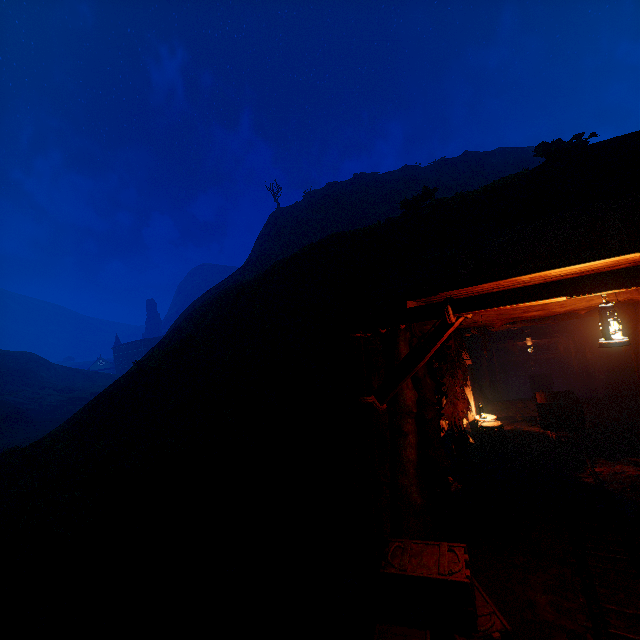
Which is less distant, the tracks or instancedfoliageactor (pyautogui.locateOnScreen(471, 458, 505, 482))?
the tracks

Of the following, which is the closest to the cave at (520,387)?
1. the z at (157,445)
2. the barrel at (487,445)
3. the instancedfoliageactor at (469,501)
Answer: the z at (157,445)

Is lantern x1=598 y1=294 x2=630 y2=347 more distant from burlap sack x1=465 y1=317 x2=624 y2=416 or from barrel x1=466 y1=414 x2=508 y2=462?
burlap sack x1=465 y1=317 x2=624 y2=416

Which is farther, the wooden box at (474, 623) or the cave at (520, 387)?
the cave at (520, 387)

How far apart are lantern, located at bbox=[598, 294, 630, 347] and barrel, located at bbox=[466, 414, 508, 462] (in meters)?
6.66

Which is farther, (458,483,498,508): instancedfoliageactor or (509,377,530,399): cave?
(509,377,530,399): cave

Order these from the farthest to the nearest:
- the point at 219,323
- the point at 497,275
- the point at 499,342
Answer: the point at 499,342
the point at 219,323
the point at 497,275

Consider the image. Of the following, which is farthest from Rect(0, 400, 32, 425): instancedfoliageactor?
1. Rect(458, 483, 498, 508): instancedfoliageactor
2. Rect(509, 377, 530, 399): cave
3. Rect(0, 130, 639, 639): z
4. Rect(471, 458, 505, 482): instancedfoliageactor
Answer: Rect(509, 377, 530, 399): cave
